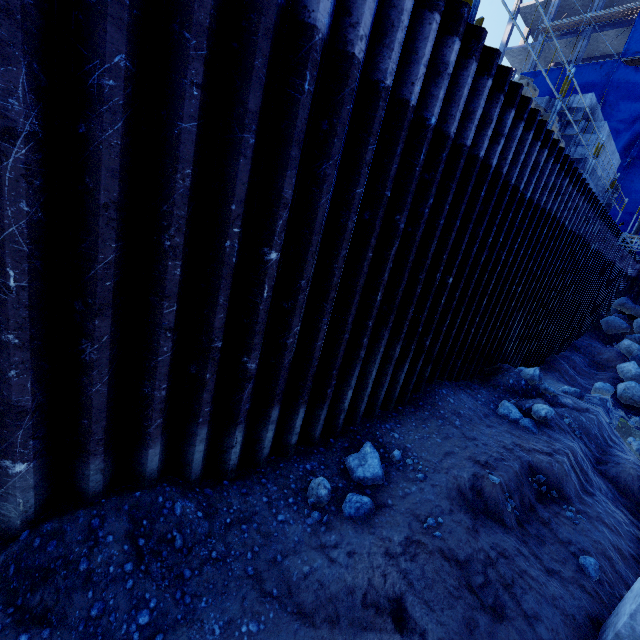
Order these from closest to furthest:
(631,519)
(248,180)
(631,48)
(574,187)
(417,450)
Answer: (248,180) < (417,450) < (631,519) < (574,187) < (631,48)

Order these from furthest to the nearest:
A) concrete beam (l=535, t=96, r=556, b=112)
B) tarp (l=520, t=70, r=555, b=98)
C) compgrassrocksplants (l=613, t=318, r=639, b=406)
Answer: Result: tarp (l=520, t=70, r=555, b=98) → compgrassrocksplants (l=613, t=318, r=639, b=406) → concrete beam (l=535, t=96, r=556, b=112)

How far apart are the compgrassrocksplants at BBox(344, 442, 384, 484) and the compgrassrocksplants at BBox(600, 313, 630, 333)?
21.74m

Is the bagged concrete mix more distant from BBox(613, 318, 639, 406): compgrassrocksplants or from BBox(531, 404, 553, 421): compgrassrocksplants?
BBox(613, 318, 639, 406): compgrassrocksplants

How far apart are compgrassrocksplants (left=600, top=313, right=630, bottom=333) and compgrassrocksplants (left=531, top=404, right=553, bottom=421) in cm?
1643

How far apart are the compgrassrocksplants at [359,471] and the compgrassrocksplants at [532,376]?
6.1 meters

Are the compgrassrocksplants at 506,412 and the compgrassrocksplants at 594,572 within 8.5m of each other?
yes

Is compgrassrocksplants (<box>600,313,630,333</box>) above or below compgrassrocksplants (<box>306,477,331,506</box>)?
above
